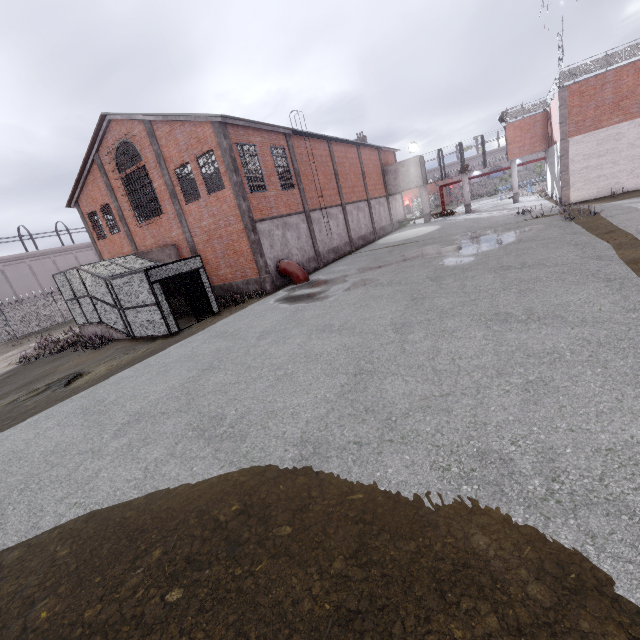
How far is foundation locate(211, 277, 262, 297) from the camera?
18.72m

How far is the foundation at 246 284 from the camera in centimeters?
1872cm

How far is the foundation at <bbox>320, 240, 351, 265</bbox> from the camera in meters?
23.8

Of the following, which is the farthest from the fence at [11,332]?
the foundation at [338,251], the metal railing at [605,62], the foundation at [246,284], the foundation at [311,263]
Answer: the foundation at [311,263]

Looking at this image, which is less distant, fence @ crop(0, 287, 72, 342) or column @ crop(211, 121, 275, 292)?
column @ crop(211, 121, 275, 292)

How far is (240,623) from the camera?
2.64m

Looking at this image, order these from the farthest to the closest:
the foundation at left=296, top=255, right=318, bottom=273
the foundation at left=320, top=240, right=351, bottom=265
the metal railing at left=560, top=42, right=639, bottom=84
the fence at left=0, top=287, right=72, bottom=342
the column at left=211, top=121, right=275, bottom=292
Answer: the fence at left=0, top=287, right=72, bottom=342
the foundation at left=320, top=240, right=351, bottom=265
the foundation at left=296, top=255, right=318, bottom=273
the metal railing at left=560, top=42, right=639, bottom=84
the column at left=211, top=121, right=275, bottom=292

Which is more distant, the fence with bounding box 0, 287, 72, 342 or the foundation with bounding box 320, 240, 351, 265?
the fence with bounding box 0, 287, 72, 342
